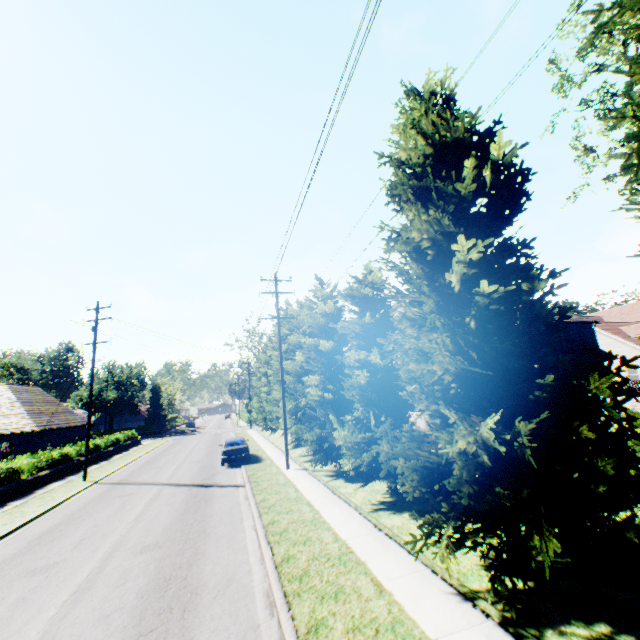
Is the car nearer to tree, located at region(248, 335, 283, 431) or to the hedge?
tree, located at region(248, 335, 283, 431)

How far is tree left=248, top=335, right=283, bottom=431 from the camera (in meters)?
27.15

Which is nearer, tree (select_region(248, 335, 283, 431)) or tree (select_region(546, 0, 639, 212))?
tree (select_region(546, 0, 639, 212))

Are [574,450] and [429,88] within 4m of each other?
no

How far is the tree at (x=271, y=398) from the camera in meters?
27.1

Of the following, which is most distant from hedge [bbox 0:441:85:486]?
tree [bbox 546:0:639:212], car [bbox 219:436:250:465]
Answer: car [bbox 219:436:250:465]

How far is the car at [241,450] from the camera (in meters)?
21.16

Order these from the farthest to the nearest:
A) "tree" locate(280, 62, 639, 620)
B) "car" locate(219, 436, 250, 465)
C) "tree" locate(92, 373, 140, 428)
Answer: "tree" locate(92, 373, 140, 428), "car" locate(219, 436, 250, 465), "tree" locate(280, 62, 639, 620)
